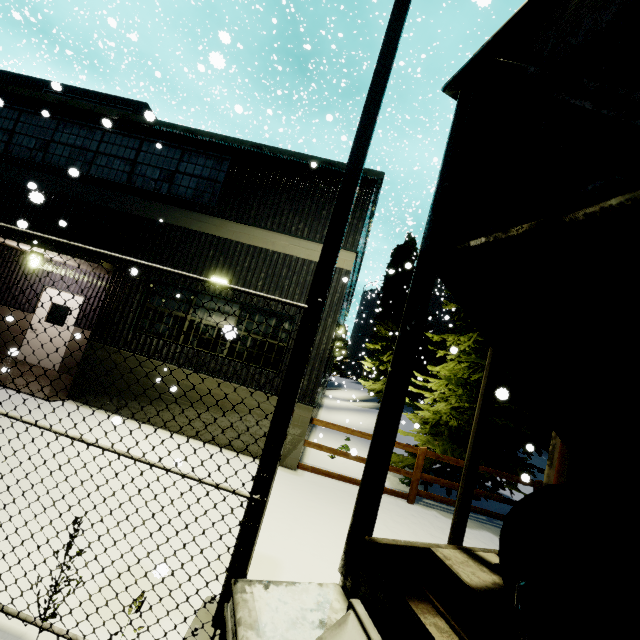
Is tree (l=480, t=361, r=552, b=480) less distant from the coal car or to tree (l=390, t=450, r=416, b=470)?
tree (l=390, t=450, r=416, b=470)

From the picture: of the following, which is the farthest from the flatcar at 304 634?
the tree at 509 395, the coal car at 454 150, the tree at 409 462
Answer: the tree at 409 462

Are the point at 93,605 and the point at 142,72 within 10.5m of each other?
no

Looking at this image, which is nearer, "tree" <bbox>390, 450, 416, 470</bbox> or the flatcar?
the flatcar

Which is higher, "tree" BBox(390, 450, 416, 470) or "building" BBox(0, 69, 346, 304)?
"building" BBox(0, 69, 346, 304)

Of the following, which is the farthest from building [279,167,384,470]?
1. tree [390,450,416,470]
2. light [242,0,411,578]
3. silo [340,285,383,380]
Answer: light [242,0,411,578]

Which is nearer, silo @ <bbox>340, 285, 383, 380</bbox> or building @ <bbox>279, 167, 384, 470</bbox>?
building @ <bbox>279, 167, 384, 470</bbox>

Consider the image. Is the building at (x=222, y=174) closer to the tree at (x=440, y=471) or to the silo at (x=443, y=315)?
the silo at (x=443, y=315)
